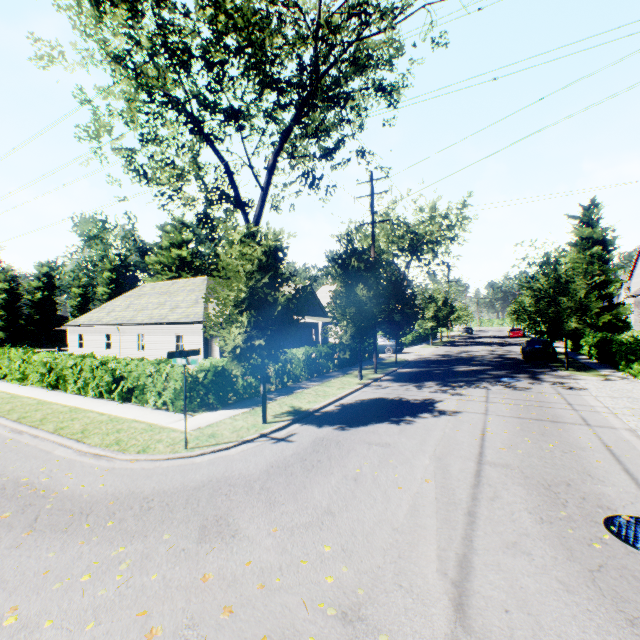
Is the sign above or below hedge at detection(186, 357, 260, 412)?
above

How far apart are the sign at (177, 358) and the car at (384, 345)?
23.9m

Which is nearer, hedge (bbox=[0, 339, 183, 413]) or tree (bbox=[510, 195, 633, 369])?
hedge (bbox=[0, 339, 183, 413])

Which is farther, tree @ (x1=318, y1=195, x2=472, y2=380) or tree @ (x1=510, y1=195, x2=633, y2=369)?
tree @ (x1=510, y1=195, x2=633, y2=369)

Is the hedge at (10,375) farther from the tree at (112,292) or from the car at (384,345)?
the car at (384,345)

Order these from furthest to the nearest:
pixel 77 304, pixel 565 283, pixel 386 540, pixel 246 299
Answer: pixel 77 304 → pixel 565 283 → pixel 246 299 → pixel 386 540

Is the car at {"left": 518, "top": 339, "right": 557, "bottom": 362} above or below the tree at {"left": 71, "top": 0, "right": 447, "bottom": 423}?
below

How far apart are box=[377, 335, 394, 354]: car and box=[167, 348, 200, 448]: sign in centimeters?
2389cm
